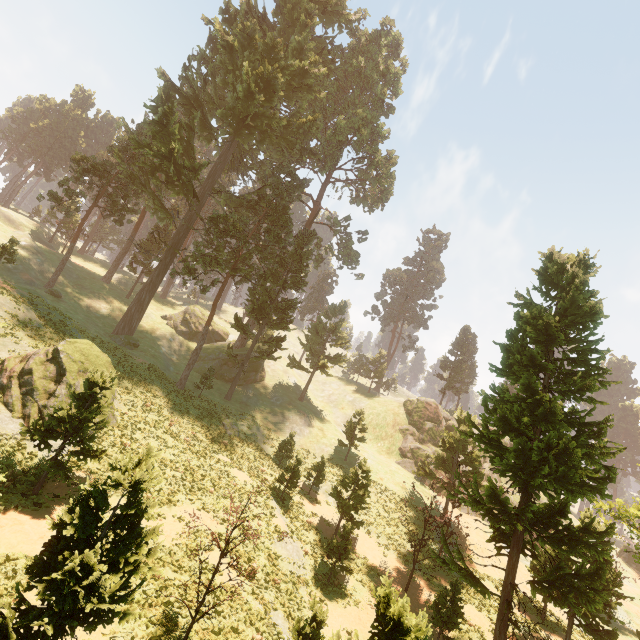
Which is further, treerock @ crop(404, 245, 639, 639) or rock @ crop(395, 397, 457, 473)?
rock @ crop(395, 397, 457, 473)

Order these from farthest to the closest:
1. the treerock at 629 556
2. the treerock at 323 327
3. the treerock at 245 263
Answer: the treerock at 323 327
the treerock at 245 263
the treerock at 629 556

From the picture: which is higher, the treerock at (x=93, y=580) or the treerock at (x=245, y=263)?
the treerock at (x=245, y=263)

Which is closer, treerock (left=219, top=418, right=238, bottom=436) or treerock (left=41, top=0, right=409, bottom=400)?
treerock (left=219, top=418, right=238, bottom=436)

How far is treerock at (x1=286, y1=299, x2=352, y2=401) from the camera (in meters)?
47.19

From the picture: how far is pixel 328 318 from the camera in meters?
50.3 m
